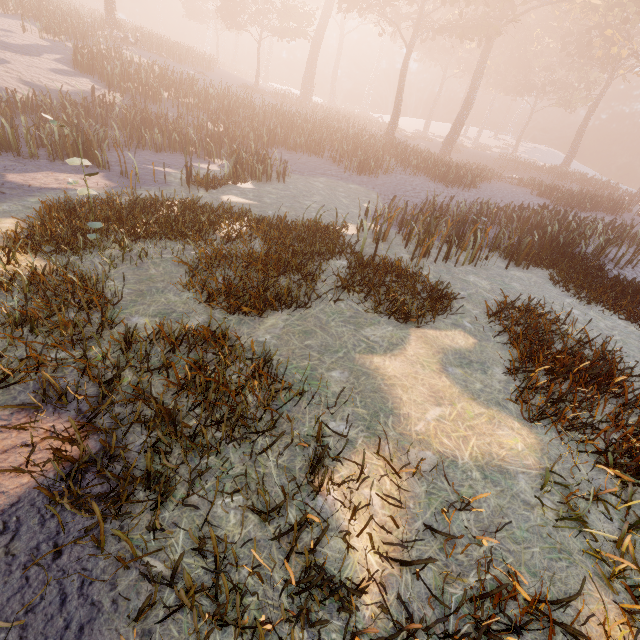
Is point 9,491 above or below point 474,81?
below
